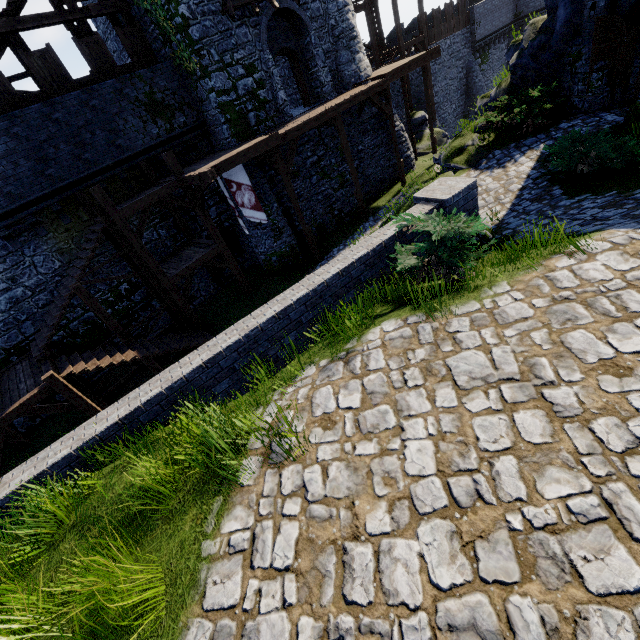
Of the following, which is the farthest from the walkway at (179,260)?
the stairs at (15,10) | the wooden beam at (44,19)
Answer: the wooden beam at (44,19)

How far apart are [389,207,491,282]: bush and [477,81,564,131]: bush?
8.95m

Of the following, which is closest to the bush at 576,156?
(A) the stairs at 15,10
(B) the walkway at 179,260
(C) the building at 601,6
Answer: (C) the building at 601,6

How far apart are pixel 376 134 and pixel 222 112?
9.7m

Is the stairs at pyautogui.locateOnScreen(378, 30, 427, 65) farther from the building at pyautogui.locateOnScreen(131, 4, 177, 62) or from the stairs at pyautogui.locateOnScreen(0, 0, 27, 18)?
the stairs at pyautogui.locateOnScreen(0, 0, 27, 18)

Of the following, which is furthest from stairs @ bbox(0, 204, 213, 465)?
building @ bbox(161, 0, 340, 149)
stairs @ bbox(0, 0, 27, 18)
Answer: building @ bbox(161, 0, 340, 149)

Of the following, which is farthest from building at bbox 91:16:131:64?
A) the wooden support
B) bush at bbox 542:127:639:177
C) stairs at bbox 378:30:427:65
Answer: bush at bbox 542:127:639:177

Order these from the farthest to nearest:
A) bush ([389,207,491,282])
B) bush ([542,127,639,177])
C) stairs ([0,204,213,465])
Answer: stairs ([0,204,213,465]) → bush ([542,127,639,177]) → bush ([389,207,491,282])
